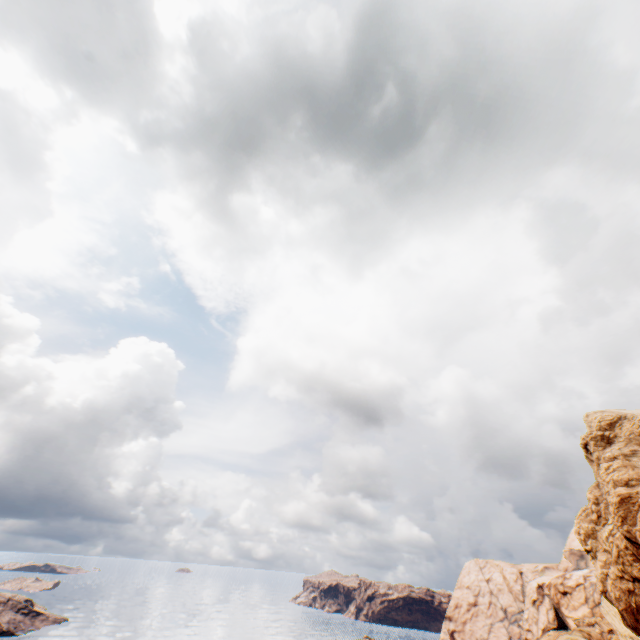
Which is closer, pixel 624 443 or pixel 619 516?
pixel 619 516
